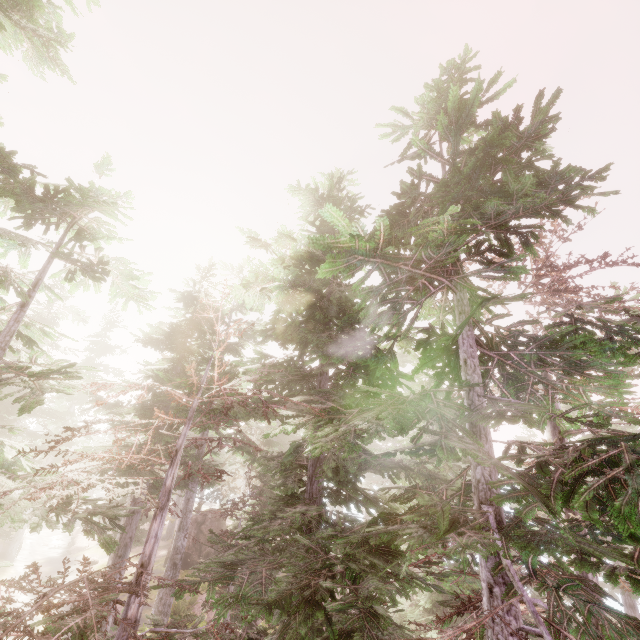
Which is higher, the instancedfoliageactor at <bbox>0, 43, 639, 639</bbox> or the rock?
the instancedfoliageactor at <bbox>0, 43, 639, 639</bbox>

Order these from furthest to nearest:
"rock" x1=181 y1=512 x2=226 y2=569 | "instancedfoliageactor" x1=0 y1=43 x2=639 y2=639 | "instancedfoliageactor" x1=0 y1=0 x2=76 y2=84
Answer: "rock" x1=181 y1=512 x2=226 y2=569 < "instancedfoliageactor" x1=0 y1=0 x2=76 y2=84 < "instancedfoliageactor" x1=0 y1=43 x2=639 y2=639

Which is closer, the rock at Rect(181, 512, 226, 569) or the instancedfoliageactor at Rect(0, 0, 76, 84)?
the instancedfoliageactor at Rect(0, 0, 76, 84)

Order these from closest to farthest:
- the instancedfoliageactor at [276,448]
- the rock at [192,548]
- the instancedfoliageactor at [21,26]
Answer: the instancedfoliageactor at [276,448], the instancedfoliageactor at [21,26], the rock at [192,548]

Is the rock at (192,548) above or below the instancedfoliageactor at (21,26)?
below

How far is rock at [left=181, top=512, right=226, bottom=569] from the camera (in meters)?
29.63

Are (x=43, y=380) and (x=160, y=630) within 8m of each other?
yes
